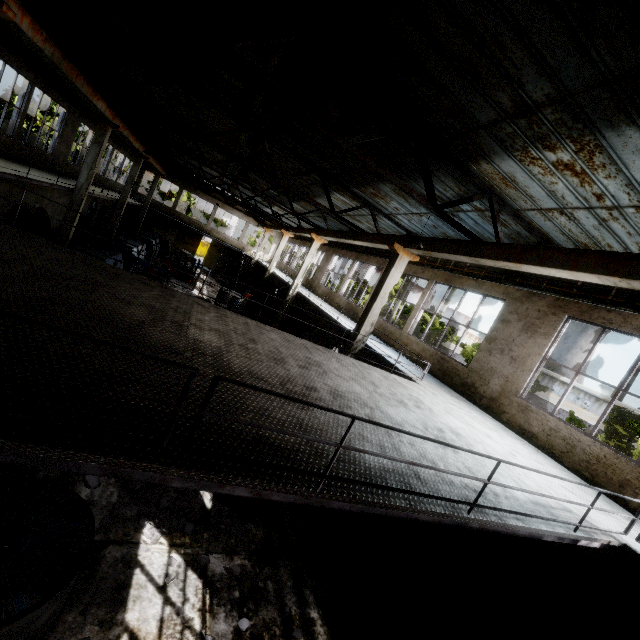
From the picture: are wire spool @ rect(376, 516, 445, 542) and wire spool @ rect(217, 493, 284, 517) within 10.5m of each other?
yes

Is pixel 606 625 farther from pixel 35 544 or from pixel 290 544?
pixel 35 544

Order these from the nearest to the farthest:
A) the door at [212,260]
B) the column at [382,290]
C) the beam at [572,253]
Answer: the beam at [572,253]
the column at [382,290]
the door at [212,260]

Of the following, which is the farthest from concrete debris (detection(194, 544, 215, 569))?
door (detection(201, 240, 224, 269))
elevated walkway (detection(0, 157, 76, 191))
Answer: door (detection(201, 240, 224, 269))

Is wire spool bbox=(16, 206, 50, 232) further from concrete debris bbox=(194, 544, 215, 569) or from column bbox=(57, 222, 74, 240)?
concrete debris bbox=(194, 544, 215, 569)

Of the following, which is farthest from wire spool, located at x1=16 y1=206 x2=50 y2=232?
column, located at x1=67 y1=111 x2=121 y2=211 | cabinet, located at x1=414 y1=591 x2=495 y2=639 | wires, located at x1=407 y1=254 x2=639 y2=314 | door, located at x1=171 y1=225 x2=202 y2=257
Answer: cabinet, located at x1=414 y1=591 x2=495 y2=639

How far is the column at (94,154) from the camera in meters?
15.6 m

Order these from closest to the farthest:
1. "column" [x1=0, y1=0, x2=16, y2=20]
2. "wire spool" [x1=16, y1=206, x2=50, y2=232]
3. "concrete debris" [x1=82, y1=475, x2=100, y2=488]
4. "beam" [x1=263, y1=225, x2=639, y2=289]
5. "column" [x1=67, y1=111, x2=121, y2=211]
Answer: "beam" [x1=263, y1=225, x2=639, y2=289]
"concrete debris" [x1=82, y1=475, x2=100, y2=488]
"column" [x1=0, y1=0, x2=16, y2=20]
"column" [x1=67, y1=111, x2=121, y2=211]
"wire spool" [x1=16, y1=206, x2=50, y2=232]
